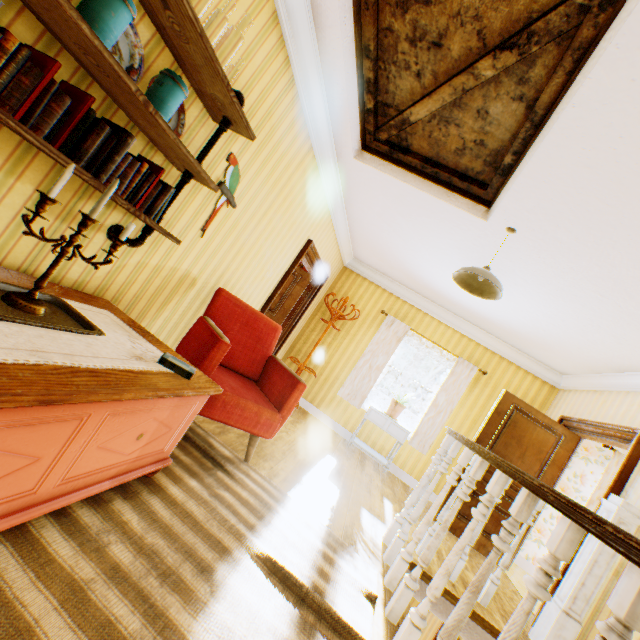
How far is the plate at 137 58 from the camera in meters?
1.5

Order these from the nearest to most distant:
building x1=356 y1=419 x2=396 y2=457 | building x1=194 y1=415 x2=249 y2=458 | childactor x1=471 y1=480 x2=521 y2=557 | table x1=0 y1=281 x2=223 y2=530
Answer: table x1=0 y1=281 x2=223 y2=530
building x1=194 y1=415 x2=249 y2=458
childactor x1=471 y1=480 x2=521 y2=557
building x1=356 y1=419 x2=396 y2=457

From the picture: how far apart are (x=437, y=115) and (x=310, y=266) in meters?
3.0 m

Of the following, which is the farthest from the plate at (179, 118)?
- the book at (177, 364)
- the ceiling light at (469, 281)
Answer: the ceiling light at (469, 281)

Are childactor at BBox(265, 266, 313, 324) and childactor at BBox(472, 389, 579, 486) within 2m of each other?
no

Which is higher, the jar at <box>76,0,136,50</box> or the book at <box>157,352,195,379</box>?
the jar at <box>76,0,136,50</box>

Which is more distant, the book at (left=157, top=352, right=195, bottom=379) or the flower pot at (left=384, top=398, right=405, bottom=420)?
the flower pot at (left=384, top=398, right=405, bottom=420)

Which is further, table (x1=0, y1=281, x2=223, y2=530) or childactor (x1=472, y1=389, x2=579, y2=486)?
childactor (x1=472, y1=389, x2=579, y2=486)
